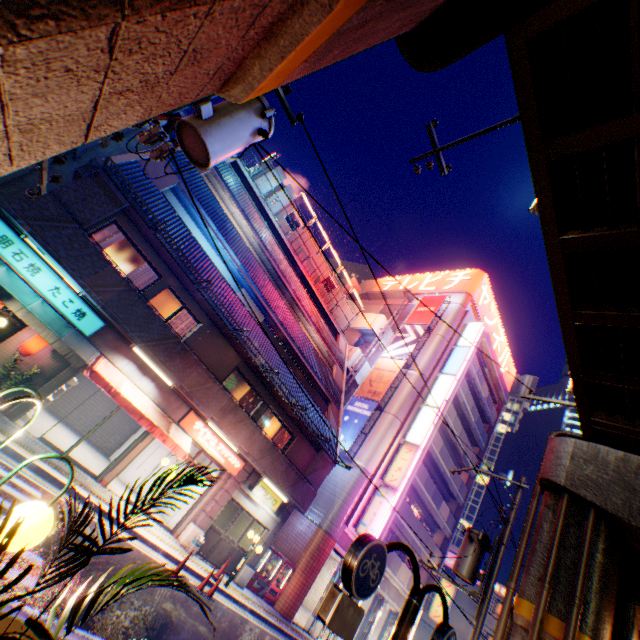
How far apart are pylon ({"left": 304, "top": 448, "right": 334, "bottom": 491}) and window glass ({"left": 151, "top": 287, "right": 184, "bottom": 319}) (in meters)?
10.42

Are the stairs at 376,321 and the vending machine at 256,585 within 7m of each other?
no

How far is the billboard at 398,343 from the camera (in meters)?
27.36

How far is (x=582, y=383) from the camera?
7.7m

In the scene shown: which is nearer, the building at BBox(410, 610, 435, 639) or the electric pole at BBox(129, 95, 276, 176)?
the electric pole at BBox(129, 95, 276, 176)

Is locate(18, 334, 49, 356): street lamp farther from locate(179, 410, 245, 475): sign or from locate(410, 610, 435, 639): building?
locate(410, 610, 435, 639): building

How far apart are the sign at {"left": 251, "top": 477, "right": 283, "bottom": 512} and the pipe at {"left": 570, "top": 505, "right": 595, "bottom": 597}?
12.64m

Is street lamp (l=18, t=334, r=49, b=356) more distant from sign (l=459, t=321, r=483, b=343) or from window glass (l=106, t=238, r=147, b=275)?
sign (l=459, t=321, r=483, b=343)
